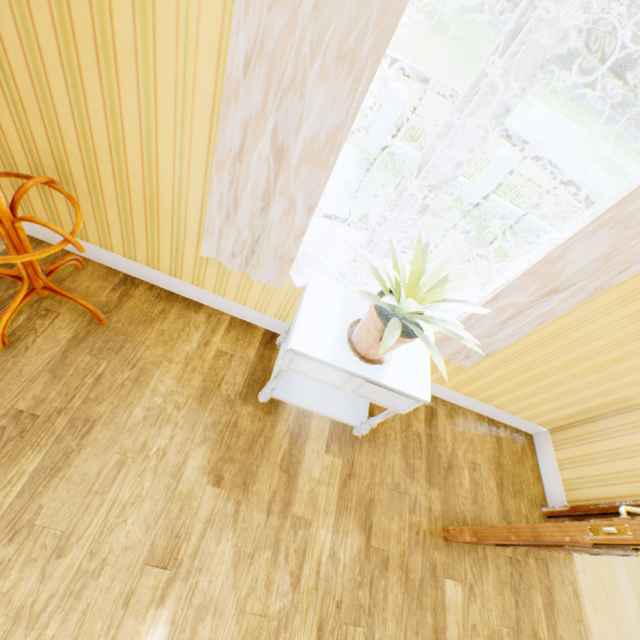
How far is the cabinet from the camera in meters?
1.6 m

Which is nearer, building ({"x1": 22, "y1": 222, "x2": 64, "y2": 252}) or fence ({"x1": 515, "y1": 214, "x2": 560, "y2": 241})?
building ({"x1": 22, "y1": 222, "x2": 64, "y2": 252})

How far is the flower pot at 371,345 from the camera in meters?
1.5 m

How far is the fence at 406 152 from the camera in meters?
14.5 m

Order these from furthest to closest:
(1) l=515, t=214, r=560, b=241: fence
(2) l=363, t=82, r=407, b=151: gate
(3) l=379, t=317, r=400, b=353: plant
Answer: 1. (1) l=515, t=214, r=560, b=241: fence
2. (2) l=363, t=82, r=407, b=151: gate
3. (3) l=379, t=317, r=400, b=353: plant

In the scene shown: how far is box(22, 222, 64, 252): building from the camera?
2.17m

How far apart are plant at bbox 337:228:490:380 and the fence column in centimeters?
1567cm

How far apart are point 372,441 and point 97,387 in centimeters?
186cm
